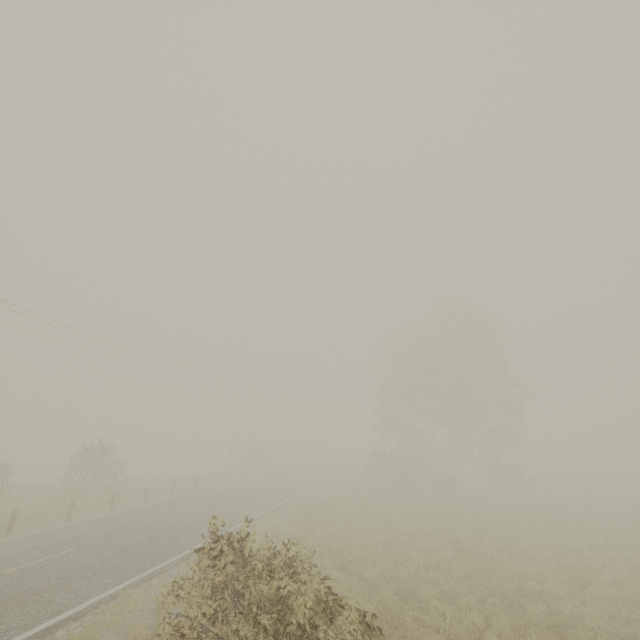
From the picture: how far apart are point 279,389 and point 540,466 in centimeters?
4914cm
